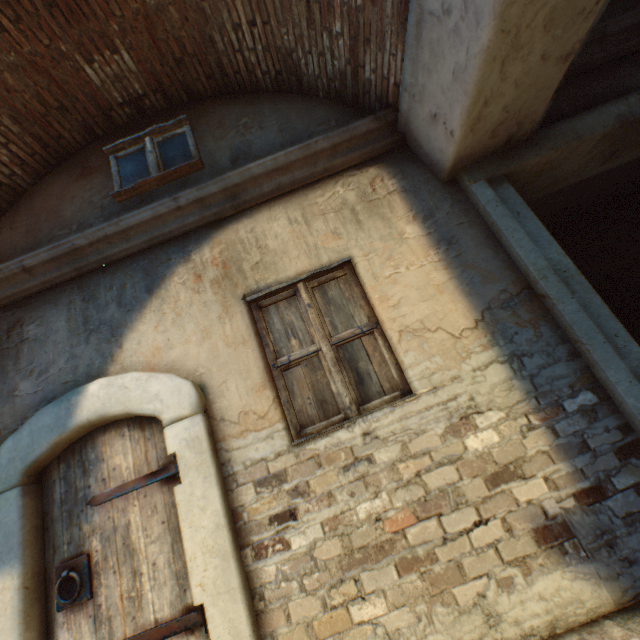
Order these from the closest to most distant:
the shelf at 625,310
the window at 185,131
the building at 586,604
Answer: the building at 586,604 → the window at 185,131 → the shelf at 625,310

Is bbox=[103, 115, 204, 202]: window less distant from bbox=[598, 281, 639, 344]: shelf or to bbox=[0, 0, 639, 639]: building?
bbox=[0, 0, 639, 639]: building

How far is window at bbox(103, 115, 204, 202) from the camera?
3.38m

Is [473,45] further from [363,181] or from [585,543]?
[585,543]

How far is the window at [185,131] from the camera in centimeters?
338cm

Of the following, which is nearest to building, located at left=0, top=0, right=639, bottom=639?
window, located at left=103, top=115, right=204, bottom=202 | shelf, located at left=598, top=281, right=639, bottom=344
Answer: window, located at left=103, top=115, right=204, bottom=202

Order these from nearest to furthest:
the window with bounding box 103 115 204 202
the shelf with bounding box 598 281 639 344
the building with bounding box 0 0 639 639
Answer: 1. the building with bounding box 0 0 639 639
2. the window with bounding box 103 115 204 202
3. the shelf with bounding box 598 281 639 344
